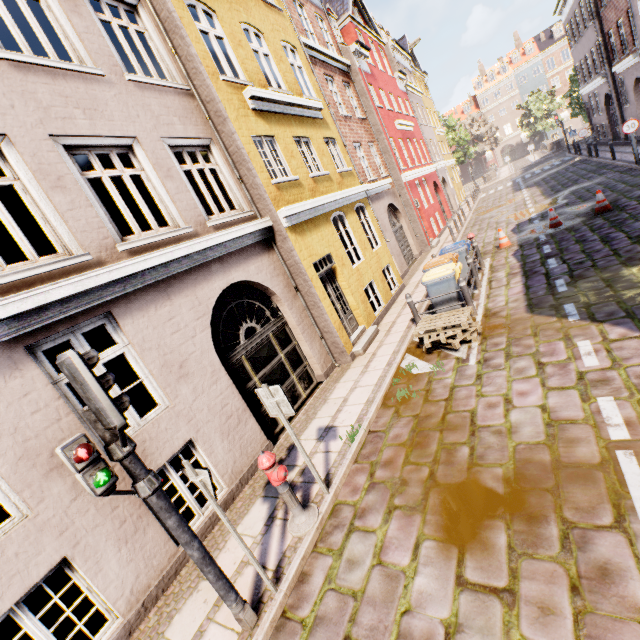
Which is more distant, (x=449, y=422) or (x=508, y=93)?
(x=508, y=93)

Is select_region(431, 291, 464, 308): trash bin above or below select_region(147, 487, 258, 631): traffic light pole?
above

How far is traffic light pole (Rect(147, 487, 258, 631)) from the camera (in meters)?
3.13

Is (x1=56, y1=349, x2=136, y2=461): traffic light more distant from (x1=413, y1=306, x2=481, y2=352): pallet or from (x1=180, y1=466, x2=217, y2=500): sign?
(x1=413, y1=306, x2=481, y2=352): pallet

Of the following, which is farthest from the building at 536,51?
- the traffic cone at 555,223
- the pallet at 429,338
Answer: the traffic cone at 555,223

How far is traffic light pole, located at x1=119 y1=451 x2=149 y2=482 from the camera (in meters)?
2.98

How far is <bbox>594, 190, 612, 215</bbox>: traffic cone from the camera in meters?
10.7 m
